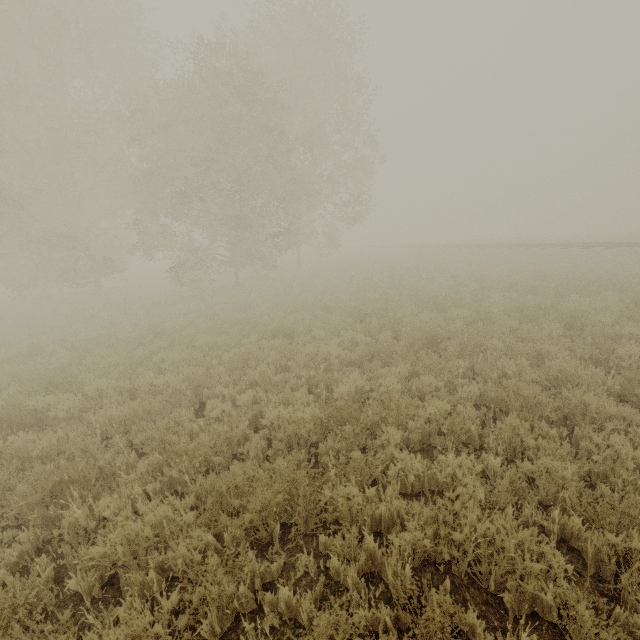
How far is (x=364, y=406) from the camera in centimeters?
604cm
